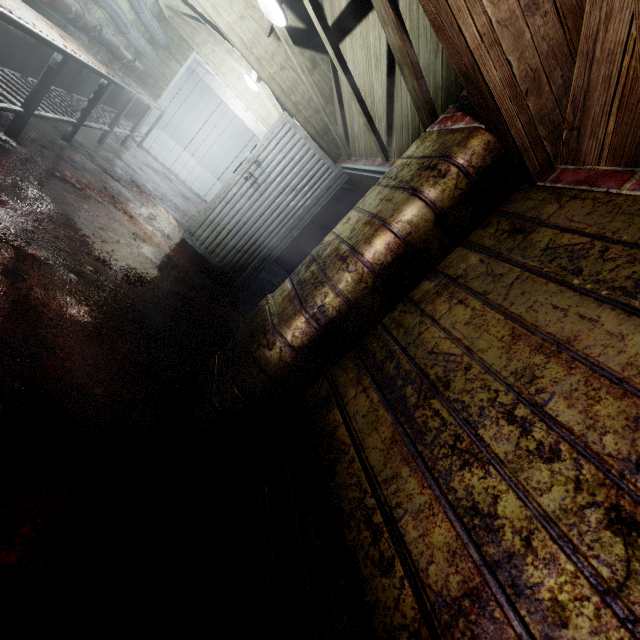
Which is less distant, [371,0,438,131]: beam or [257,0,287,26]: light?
[371,0,438,131]: beam

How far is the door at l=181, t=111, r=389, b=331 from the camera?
3.7 meters

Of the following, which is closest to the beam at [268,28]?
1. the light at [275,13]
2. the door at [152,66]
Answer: the light at [275,13]

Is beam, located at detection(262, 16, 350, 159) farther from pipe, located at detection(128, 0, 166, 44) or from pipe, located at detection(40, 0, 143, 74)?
pipe, located at detection(40, 0, 143, 74)

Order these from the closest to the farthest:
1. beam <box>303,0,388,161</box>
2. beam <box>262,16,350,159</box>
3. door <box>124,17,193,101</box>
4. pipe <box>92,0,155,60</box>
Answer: beam <box>303,0,388,161</box>, beam <box>262,16,350,159</box>, pipe <box>92,0,155,60</box>, door <box>124,17,193,101</box>

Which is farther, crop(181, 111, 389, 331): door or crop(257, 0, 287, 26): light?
crop(181, 111, 389, 331): door

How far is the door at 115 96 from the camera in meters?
5.8 m

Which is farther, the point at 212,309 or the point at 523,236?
the point at 212,309
